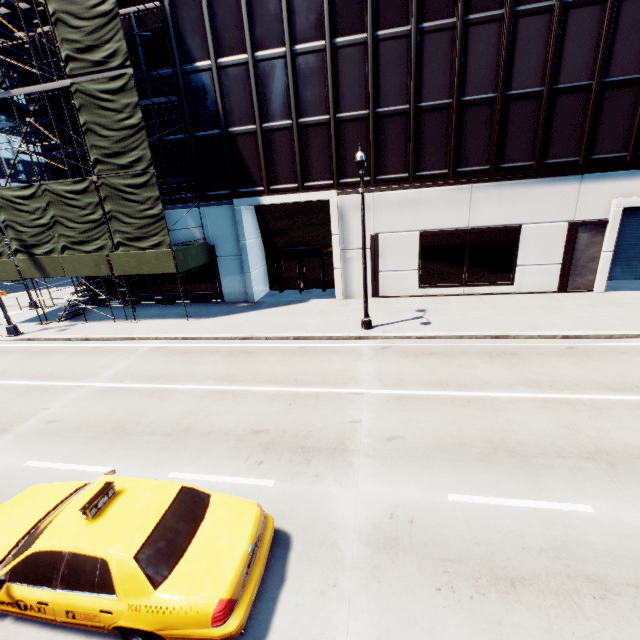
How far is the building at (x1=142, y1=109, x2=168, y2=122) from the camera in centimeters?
1785cm

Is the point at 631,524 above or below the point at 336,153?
below

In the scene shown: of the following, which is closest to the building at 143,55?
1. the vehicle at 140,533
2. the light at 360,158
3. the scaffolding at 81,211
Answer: the scaffolding at 81,211

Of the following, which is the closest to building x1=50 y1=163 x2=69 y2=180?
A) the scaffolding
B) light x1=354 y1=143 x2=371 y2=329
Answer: the scaffolding

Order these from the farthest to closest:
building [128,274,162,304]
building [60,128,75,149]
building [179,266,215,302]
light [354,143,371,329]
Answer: building [128,274,162,304] < building [179,266,215,302] < building [60,128,75,149] < light [354,143,371,329]

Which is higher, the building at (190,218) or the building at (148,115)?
the building at (148,115)

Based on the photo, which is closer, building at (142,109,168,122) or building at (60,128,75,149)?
building at (142,109,168,122)
